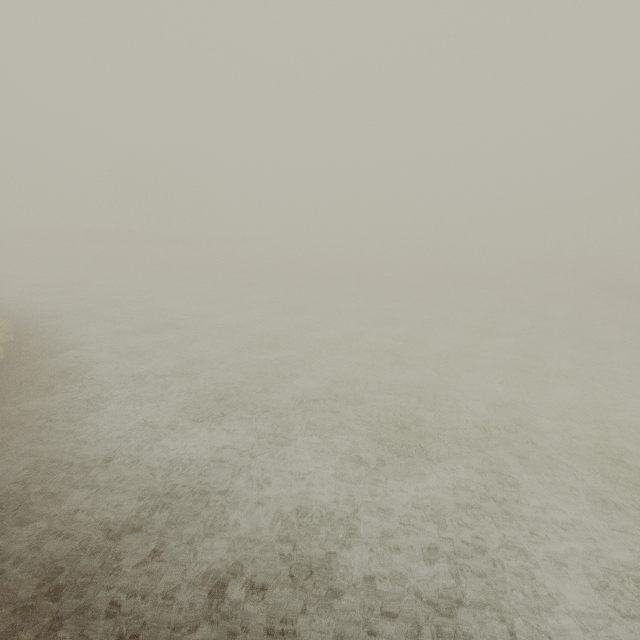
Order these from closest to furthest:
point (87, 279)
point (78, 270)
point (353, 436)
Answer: point (353, 436) < point (87, 279) < point (78, 270)
